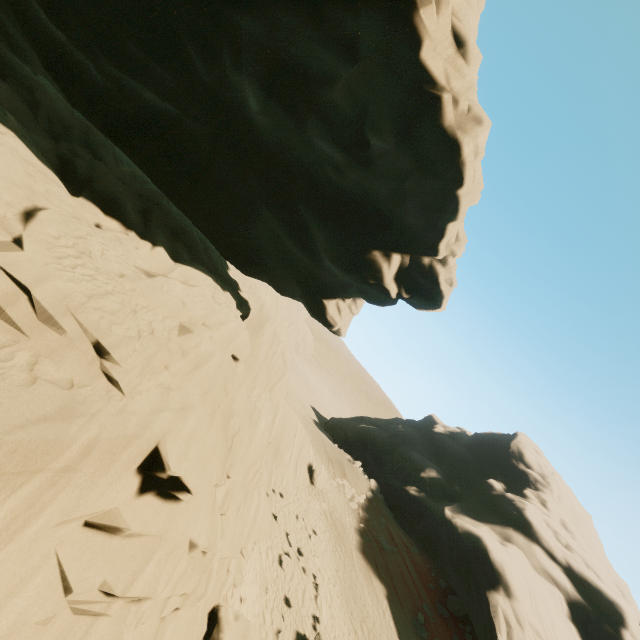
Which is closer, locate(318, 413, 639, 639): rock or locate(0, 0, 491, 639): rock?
locate(0, 0, 491, 639): rock

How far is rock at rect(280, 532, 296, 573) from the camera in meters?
15.2 m

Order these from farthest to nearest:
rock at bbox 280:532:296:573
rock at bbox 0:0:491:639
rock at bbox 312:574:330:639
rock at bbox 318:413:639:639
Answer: rock at bbox 318:413:639:639
rock at bbox 280:532:296:573
rock at bbox 312:574:330:639
rock at bbox 0:0:491:639

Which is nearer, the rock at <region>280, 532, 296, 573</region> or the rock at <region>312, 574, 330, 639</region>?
the rock at <region>312, 574, 330, 639</region>

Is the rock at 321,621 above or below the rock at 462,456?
below

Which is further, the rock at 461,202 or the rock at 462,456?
the rock at 462,456

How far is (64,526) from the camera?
4.89m
